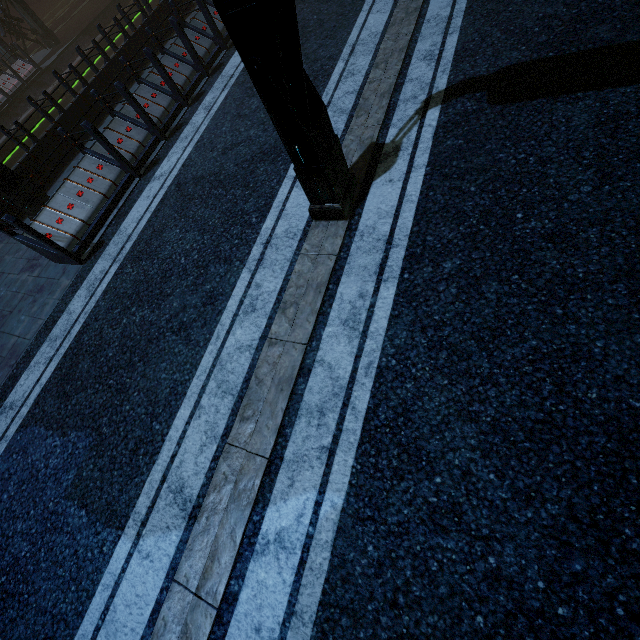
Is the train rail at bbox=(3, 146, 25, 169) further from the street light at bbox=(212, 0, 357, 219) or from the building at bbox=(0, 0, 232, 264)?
the street light at bbox=(212, 0, 357, 219)

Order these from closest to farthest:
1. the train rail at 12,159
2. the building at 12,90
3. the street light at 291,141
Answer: the street light at 291,141 < the train rail at 12,159 < the building at 12,90

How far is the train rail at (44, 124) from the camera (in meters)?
15.38

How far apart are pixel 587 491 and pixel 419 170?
3.85m

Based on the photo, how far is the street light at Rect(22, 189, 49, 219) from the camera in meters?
7.3 m

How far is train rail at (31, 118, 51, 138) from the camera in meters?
15.4 m

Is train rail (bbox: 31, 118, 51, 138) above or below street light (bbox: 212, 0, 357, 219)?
below

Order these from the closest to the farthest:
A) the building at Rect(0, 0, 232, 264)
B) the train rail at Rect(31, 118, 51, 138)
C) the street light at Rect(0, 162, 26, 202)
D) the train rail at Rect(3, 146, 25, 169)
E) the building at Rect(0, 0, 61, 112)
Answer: the building at Rect(0, 0, 232, 264)
the street light at Rect(0, 162, 26, 202)
the train rail at Rect(3, 146, 25, 169)
the train rail at Rect(31, 118, 51, 138)
the building at Rect(0, 0, 61, 112)
